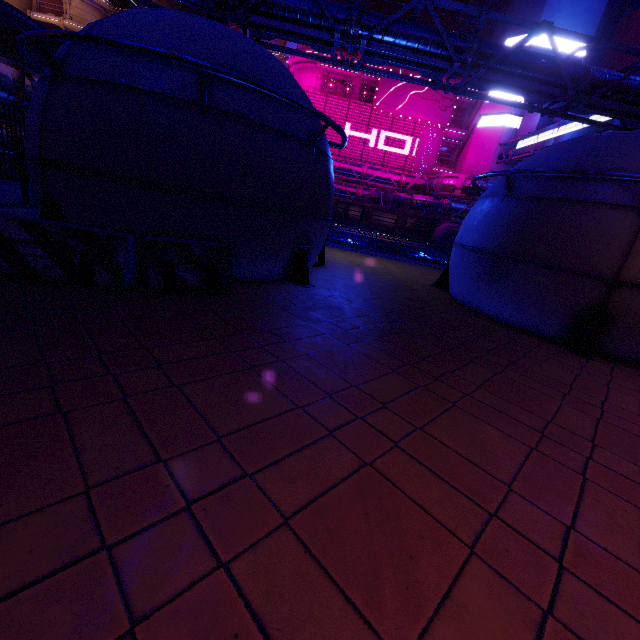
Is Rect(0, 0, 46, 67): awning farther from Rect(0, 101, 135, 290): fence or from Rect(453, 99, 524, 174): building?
Rect(453, 99, 524, 174): building

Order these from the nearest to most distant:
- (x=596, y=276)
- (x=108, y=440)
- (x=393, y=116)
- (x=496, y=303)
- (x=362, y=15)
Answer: (x=108, y=440) < (x=596, y=276) < (x=496, y=303) < (x=362, y=15) < (x=393, y=116)

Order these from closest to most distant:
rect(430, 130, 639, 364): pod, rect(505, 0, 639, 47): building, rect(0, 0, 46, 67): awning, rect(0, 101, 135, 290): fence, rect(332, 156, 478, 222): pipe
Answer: rect(0, 101, 135, 290): fence, rect(430, 130, 639, 364): pod, rect(0, 0, 46, 67): awning, rect(505, 0, 639, 47): building, rect(332, 156, 478, 222): pipe

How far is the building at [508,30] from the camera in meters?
34.2 m

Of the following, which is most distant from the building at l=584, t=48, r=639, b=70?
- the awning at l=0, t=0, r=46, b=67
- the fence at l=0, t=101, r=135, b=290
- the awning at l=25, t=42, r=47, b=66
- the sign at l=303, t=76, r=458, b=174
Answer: the awning at l=0, t=0, r=46, b=67

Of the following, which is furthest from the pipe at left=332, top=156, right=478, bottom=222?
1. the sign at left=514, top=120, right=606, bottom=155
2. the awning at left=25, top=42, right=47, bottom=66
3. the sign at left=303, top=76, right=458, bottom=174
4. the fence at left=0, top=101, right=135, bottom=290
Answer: the fence at left=0, top=101, right=135, bottom=290

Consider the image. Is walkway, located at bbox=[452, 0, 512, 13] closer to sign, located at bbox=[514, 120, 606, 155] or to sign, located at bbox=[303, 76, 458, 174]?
sign, located at bbox=[303, 76, 458, 174]

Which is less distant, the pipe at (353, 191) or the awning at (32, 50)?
the awning at (32, 50)
